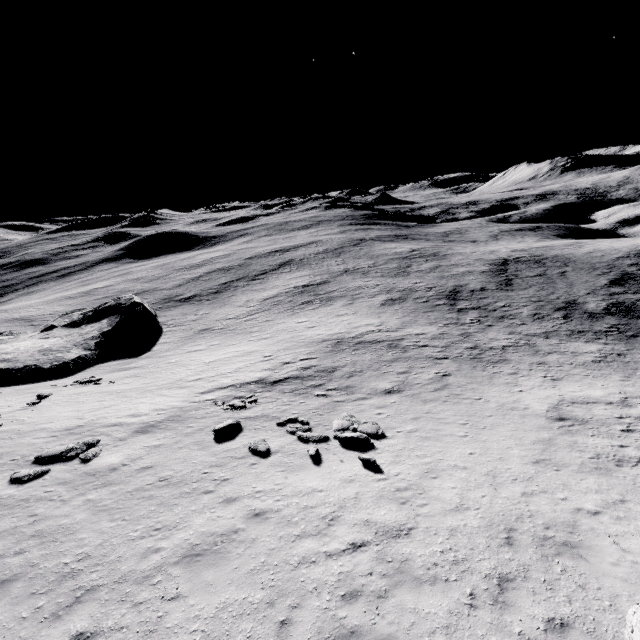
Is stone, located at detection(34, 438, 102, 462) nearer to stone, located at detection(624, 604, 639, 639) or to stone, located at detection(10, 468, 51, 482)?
stone, located at detection(10, 468, 51, 482)

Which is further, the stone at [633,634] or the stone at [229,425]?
the stone at [229,425]

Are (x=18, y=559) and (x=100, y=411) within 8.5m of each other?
no

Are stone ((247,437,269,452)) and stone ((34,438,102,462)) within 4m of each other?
no

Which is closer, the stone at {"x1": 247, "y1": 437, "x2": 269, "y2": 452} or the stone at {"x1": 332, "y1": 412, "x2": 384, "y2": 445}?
the stone at {"x1": 247, "y1": 437, "x2": 269, "y2": 452}

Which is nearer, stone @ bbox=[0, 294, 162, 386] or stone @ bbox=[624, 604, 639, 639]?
stone @ bbox=[624, 604, 639, 639]

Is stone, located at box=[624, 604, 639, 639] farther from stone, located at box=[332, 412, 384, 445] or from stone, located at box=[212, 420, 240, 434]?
stone, located at box=[212, 420, 240, 434]

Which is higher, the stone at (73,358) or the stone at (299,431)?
the stone at (299,431)
